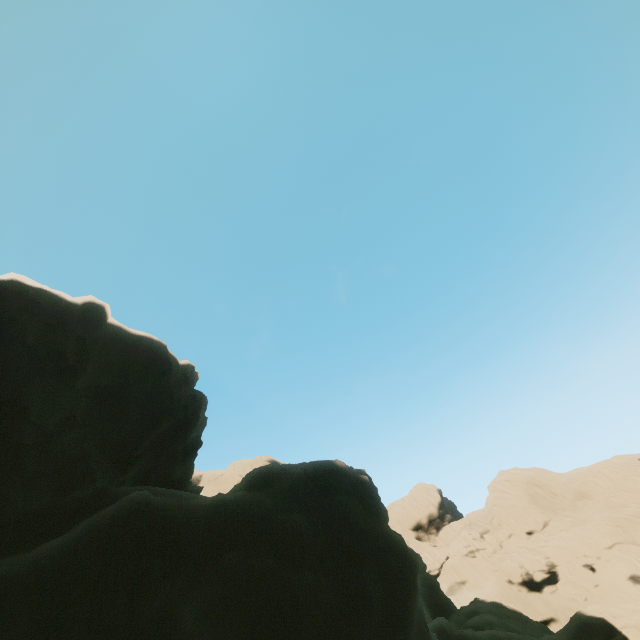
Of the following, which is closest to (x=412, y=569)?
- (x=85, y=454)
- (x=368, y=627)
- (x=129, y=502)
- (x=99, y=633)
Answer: (x=368, y=627)
